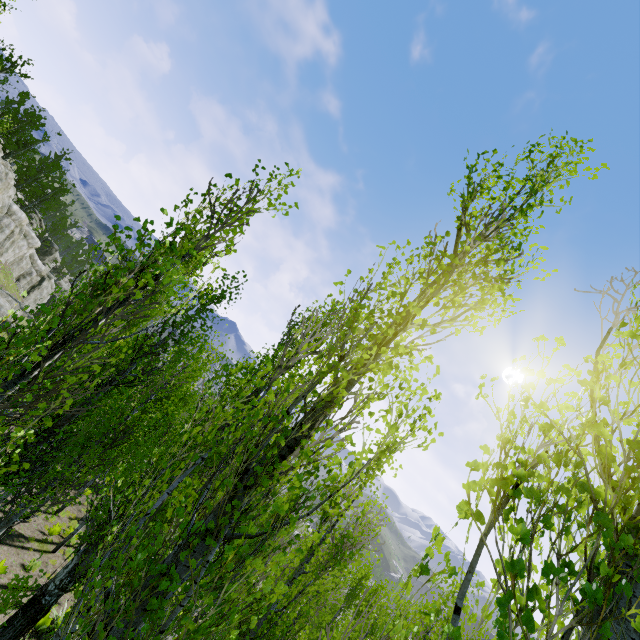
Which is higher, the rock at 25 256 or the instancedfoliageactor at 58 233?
the instancedfoliageactor at 58 233

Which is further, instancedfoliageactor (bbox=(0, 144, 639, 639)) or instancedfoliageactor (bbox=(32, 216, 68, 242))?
instancedfoliageactor (bbox=(32, 216, 68, 242))

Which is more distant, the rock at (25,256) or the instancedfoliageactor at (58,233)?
the instancedfoliageactor at (58,233)

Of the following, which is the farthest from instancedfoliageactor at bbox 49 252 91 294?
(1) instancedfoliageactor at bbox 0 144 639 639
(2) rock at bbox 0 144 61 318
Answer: (1) instancedfoliageactor at bbox 0 144 639 639

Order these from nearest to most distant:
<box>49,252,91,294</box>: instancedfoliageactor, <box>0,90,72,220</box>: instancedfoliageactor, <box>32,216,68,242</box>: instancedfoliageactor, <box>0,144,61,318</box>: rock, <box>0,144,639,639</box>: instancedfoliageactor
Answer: <box>0,144,639,639</box>: instancedfoliageactor → <box>49,252,91,294</box>: instancedfoliageactor → <box>0,144,61,318</box>: rock → <box>0,90,72,220</box>: instancedfoliageactor → <box>32,216,68,242</box>: instancedfoliageactor

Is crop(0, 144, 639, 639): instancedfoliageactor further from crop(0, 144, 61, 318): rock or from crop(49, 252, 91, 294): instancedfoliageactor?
crop(0, 144, 61, 318): rock

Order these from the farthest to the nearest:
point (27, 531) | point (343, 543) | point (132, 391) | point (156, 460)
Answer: point (27, 531), point (132, 391), point (343, 543), point (156, 460)
